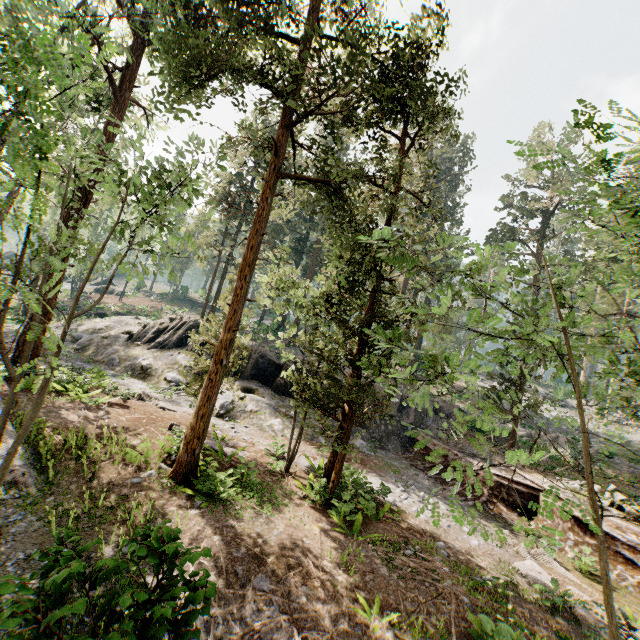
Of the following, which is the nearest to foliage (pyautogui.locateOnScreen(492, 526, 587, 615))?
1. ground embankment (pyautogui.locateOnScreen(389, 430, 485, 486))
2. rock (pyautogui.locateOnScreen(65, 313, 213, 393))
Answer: ground embankment (pyautogui.locateOnScreen(389, 430, 485, 486))

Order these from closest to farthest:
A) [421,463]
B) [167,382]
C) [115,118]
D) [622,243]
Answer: [622,243], [115,118], [421,463], [167,382]

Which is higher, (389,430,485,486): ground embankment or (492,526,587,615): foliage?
(389,430,485,486): ground embankment

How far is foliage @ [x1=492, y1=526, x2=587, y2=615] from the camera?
4.37m

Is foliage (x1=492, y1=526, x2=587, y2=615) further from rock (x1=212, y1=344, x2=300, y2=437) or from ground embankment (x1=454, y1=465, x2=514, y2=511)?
rock (x1=212, y1=344, x2=300, y2=437)

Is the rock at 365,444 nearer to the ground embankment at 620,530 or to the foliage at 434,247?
the ground embankment at 620,530

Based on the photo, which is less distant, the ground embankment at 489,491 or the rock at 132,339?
the ground embankment at 489,491
